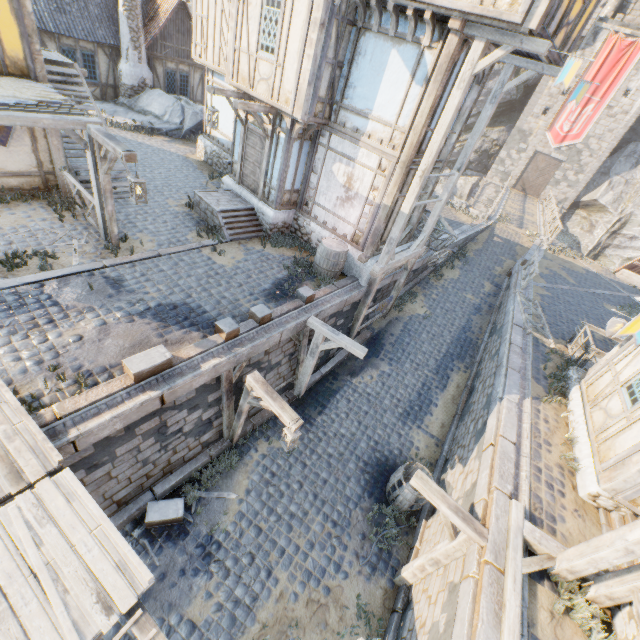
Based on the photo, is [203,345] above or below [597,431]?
below

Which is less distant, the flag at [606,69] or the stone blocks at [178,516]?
the flag at [606,69]

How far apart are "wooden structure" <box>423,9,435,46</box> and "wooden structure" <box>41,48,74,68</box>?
11.89m

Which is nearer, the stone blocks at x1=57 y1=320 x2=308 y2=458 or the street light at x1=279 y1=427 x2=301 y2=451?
the stone blocks at x1=57 y1=320 x2=308 y2=458

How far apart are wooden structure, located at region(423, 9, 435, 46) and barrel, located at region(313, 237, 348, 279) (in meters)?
5.24

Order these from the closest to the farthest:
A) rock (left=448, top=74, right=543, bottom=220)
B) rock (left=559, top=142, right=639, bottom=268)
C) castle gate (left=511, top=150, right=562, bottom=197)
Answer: rock (left=559, top=142, right=639, bottom=268) < rock (left=448, top=74, right=543, bottom=220) < castle gate (left=511, top=150, right=562, bottom=197)

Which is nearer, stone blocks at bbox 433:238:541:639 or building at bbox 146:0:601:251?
stone blocks at bbox 433:238:541:639

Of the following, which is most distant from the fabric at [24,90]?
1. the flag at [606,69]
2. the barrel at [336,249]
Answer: the flag at [606,69]
